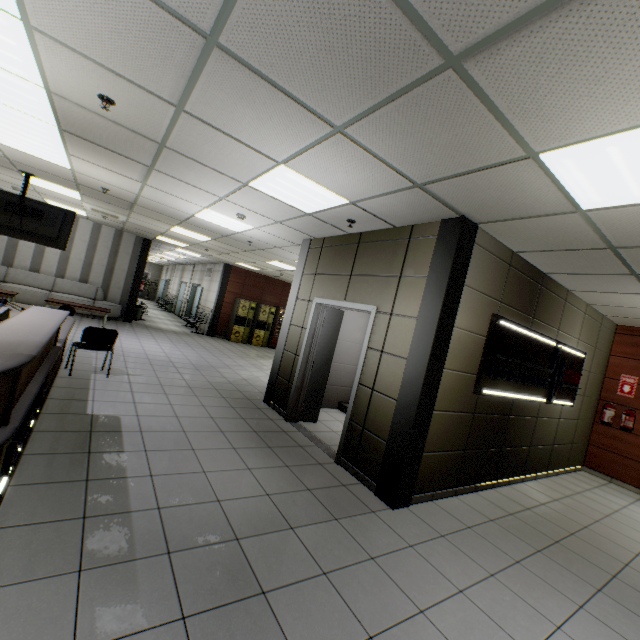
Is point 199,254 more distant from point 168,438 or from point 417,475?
point 417,475

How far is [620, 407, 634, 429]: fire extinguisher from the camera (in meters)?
6.46

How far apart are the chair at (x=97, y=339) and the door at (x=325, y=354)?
3.1 meters

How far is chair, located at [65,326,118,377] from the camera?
5.1m

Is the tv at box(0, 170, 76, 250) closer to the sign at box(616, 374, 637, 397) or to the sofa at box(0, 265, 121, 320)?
the sofa at box(0, 265, 121, 320)

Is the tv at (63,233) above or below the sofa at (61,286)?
above

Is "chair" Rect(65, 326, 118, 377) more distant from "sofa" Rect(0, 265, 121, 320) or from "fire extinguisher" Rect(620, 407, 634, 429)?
"fire extinguisher" Rect(620, 407, 634, 429)

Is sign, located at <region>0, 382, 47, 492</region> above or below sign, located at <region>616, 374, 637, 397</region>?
below
